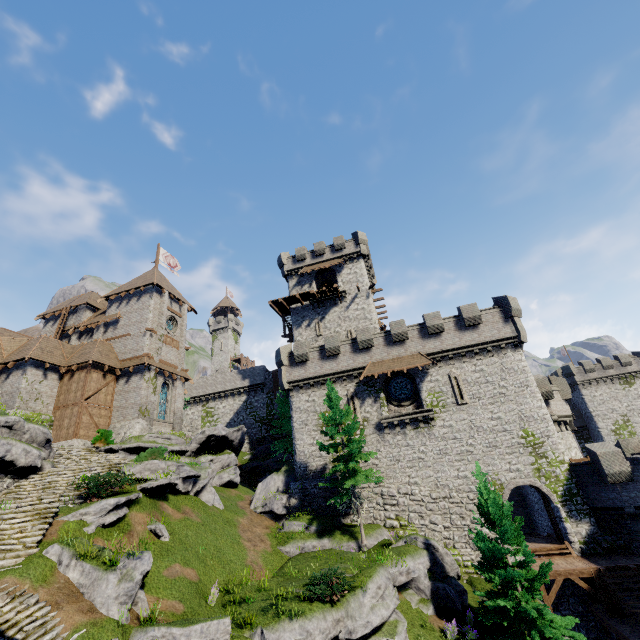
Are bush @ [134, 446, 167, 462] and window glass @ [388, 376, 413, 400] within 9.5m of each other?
no

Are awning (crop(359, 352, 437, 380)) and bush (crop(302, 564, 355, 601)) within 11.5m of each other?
no

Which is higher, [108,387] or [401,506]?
[108,387]

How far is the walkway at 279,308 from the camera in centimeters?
3717cm

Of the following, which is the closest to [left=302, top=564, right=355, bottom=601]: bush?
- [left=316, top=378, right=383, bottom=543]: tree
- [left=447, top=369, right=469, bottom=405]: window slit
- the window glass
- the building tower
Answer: [left=316, top=378, right=383, bottom=543]: tree

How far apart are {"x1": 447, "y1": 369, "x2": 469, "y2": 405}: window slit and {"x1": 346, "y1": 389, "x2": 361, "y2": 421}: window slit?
7.4 meters

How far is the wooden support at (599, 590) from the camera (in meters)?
16.78

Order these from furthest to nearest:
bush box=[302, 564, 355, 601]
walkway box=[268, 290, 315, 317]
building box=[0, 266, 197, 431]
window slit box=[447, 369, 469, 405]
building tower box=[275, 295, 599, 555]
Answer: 1. walkway box=[268, 290, 315, 317]
2. building box=[0, 266, 197, 431]
3. window slit box=[447, 369, 469, 405]
4. building tower box=[275, 295, 599, 555]
5. bush box=[302, 564, 355, 601]
